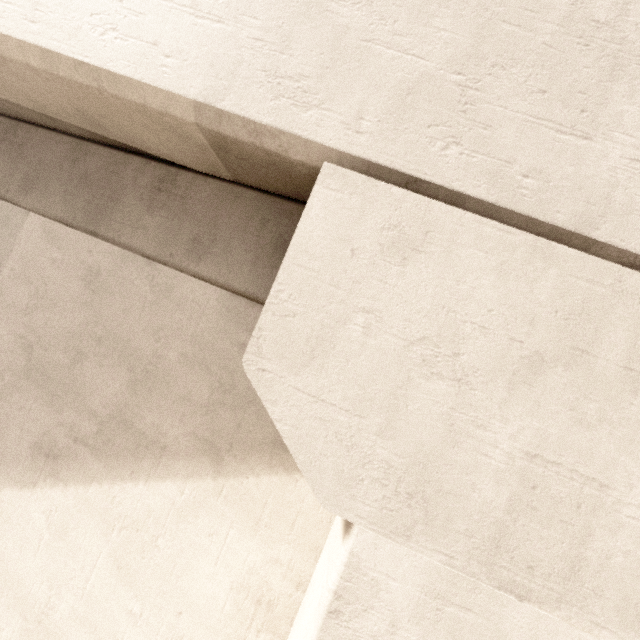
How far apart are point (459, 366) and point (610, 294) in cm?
97
